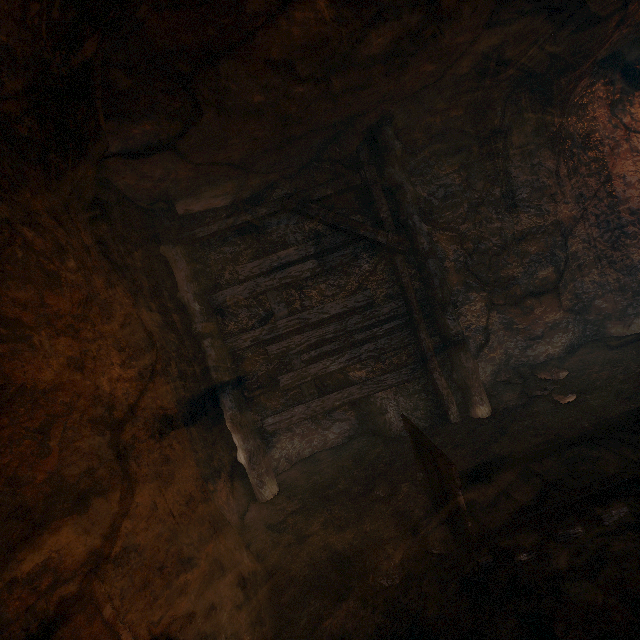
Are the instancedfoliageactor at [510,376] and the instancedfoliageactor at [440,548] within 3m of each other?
no

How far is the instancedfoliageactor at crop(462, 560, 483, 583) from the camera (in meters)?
2.24

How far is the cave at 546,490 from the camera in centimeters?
282cm

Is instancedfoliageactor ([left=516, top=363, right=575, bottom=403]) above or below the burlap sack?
below

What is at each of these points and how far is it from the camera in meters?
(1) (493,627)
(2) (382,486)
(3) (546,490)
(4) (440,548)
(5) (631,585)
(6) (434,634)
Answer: (1) instancedfoliageactor, 1.9 m
(2) instancedfoliageactor, 3.7 m
(3) cave, 2.9 m
(4) instancedfoliageactor, 2.5 m
(5) instancedfoliageactor, 1.9 m
(6) instancedfoliageactor, 1.9 m

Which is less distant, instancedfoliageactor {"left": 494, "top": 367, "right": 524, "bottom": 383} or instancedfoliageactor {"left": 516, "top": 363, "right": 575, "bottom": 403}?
instancedfoliageactor {"left": 516, "top": 363, "right": 575, "bottom": 403}

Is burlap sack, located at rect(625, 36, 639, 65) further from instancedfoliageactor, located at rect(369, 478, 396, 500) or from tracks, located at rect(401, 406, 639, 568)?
instancedfoliageactor, located at rect(369, 478, 396, 500)

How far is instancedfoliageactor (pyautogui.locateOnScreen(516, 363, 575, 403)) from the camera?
4.5m
